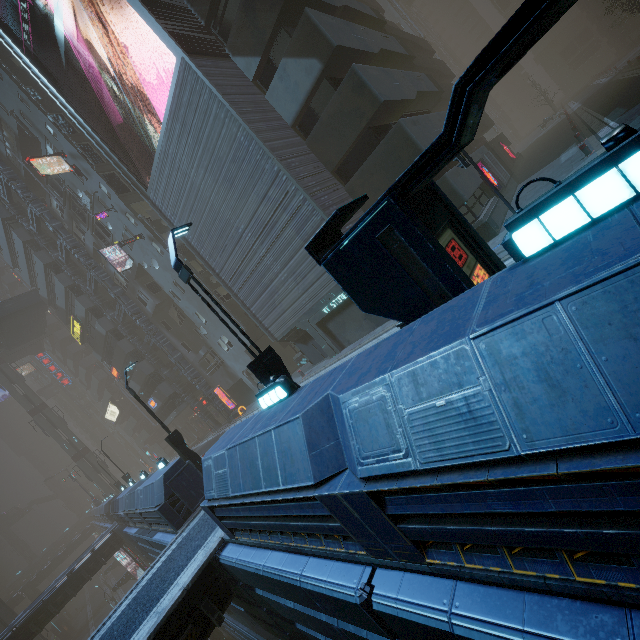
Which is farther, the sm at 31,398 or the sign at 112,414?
the sign at 112,414

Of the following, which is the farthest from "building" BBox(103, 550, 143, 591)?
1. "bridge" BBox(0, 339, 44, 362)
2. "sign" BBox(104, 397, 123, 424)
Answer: "bridge" BBox(0, 339, 44, 362)

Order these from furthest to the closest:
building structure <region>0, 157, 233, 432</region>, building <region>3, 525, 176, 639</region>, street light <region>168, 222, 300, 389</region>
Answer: building structure <region>0, 157, 233, 432</region> → building <region>3, 525, 176, 639</region> → street light <region>168, 222, 300, 389</region>

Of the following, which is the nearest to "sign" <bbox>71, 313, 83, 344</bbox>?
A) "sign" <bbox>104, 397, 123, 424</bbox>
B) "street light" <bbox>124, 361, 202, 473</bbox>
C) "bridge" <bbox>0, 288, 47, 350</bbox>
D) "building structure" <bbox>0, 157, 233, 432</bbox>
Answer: "building structure" <bbox>0, 157, 233, 432</bbox>

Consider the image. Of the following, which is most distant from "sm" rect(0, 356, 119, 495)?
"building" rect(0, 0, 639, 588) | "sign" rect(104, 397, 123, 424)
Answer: "sign" rect(104, 397, 123, 424)

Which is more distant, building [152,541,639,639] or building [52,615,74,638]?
building [52,615,74,638]

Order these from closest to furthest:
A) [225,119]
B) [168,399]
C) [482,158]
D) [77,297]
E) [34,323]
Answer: [225,119]
[482,158]
[77,297]
[168,399]
[34,323]

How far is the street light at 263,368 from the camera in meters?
7.8 m
